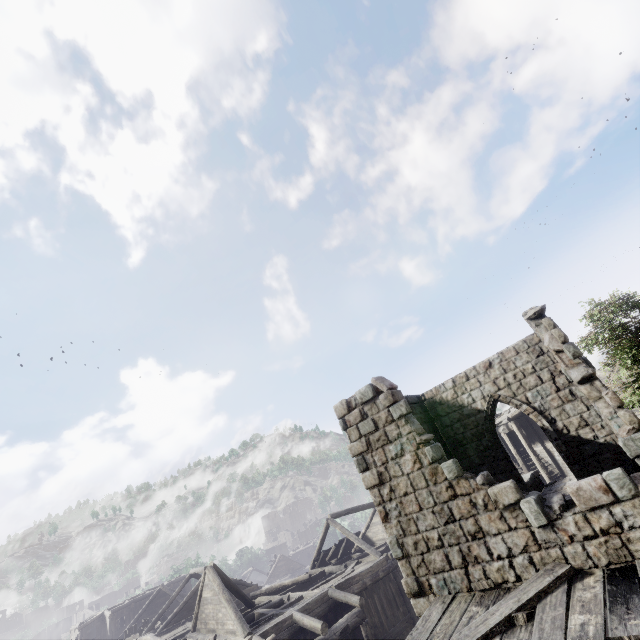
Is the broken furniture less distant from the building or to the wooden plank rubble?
the building

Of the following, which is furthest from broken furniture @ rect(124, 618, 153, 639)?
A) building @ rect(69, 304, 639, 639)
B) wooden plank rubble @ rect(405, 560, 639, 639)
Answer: wooden plank rubble @ rect(405, 560, 639, 639)

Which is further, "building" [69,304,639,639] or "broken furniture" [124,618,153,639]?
"broken furniture" [124,618,153,639]

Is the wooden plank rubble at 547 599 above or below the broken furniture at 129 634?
above

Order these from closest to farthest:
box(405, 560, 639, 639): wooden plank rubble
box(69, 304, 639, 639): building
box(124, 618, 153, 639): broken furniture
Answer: box(405, 560, 639, 639): wooden plank rubble < box(69, 304, 639, 639): building < box(124, 618, 153, 639): broken furniture

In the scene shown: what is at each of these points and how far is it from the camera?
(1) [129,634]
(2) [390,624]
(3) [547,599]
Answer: (1) broken furniture, 28.7m
(2) building, 17.7m
(3) wooden plank rubble, 5.3m

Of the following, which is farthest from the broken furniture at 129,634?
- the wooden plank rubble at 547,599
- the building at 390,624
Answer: the wooden plank rubble at 547,599
